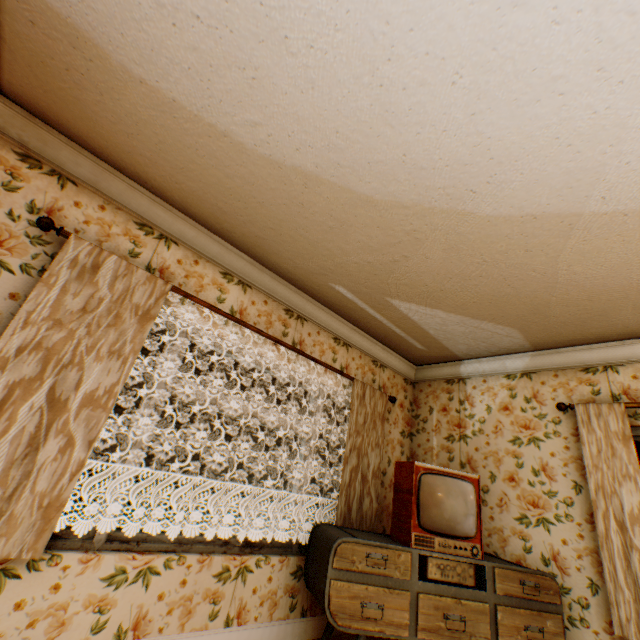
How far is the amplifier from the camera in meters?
2.5

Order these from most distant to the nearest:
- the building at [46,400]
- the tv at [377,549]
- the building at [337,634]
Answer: the building at [337,634] → the tv at [377,549] → the building at [46,400]

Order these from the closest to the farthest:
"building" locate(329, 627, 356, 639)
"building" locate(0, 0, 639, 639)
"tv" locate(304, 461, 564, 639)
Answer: "building" locate(0, 0, 639, 639) → "tv" locate(304, 461, 564, 639) → "building" locate(329, 627, 356, 639)

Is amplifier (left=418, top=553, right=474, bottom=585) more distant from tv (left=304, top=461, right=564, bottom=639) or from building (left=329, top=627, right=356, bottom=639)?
building (left=329, top=627, right=356, bottom=639)

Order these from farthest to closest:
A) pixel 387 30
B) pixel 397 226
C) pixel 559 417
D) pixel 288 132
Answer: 1. pixel 559 417
2. pixel 397 226
3. pixel 288 132
4. pixel 387 30

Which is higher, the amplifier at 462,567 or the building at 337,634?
the amplifier at 462,567
